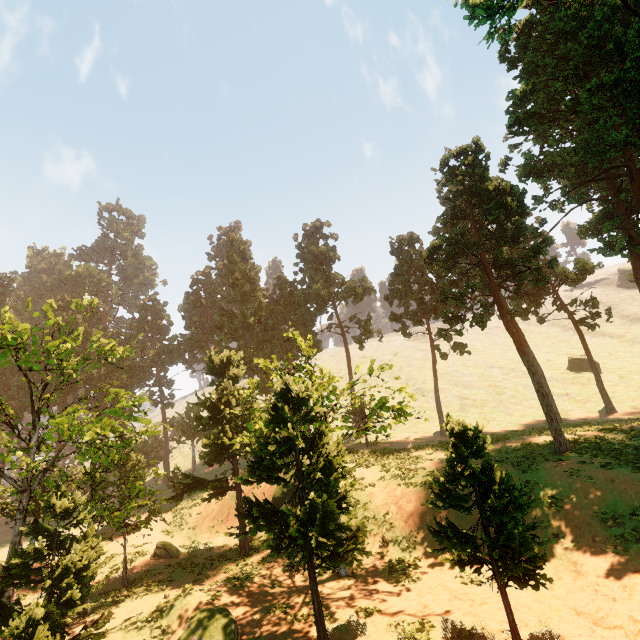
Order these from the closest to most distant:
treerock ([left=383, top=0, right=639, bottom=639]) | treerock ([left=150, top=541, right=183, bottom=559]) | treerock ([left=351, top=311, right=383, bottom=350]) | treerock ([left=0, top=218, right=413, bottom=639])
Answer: treerock ([left=383, top=0, right=639, bottom=639]) → treerock ([left=0, top=218, right=413, bottom=639]) → treerock ([left=150, top=541, right=183, bottom=559]) → treerock ([left=351, top=311, right=383, bottom=350])

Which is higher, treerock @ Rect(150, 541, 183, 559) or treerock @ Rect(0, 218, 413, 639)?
treerock @ Rect(0, 218, 413, 639)

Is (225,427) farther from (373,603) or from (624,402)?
(624,402)

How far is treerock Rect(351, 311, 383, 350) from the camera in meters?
38.5

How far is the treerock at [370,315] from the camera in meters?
38.5

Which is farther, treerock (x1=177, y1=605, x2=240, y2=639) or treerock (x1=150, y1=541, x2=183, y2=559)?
treerock (x1=150, y1=541, x2=183, y2=559)
